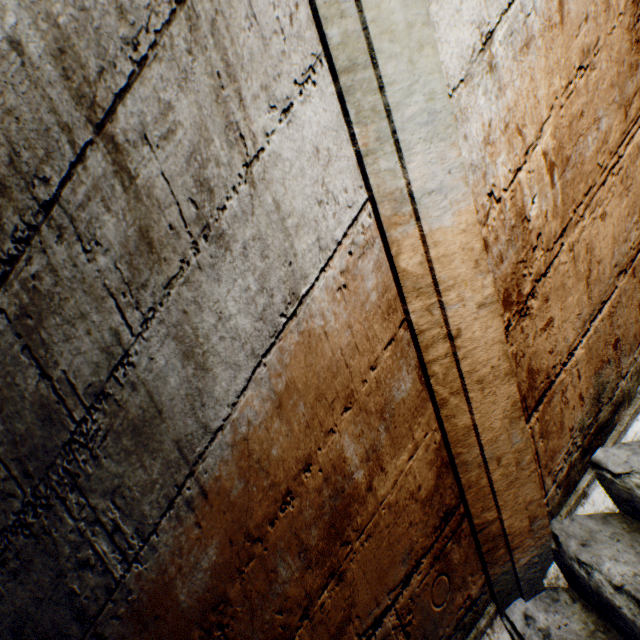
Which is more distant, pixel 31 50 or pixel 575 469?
pixel 575 469
